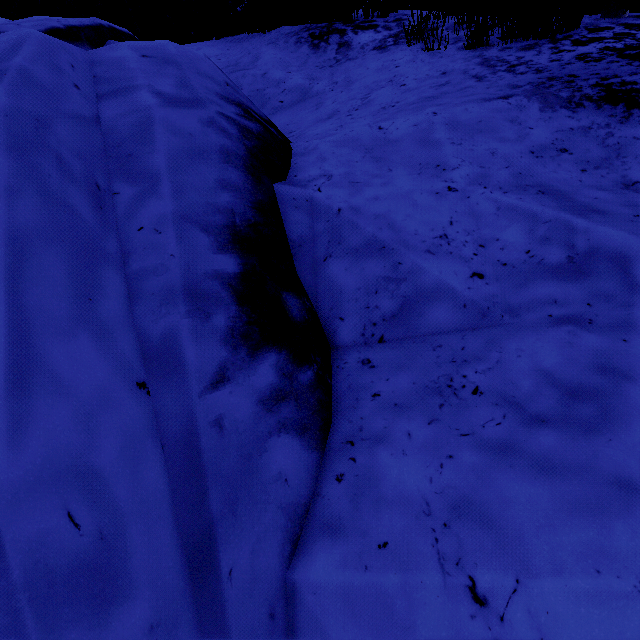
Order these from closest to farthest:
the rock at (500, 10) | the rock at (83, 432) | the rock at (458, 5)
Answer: the rock at (83, 432) → the rock at (500, 10) → the rock at (458, 5)

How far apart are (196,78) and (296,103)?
2.5 meters

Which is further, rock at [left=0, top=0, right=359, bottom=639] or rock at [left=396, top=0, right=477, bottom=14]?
rock at [left=396, top=0, right=477, bottom=14]

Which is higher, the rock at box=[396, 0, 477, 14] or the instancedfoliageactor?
the rock at box=[396, 0, 477, 14]

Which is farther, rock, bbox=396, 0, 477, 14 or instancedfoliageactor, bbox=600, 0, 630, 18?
rock, bbox=396, 0, 477, 14

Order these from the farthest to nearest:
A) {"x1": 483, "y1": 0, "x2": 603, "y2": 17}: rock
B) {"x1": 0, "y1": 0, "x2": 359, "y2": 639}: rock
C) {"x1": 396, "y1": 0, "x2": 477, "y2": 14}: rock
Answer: {"x1": 396, "y1": 0, "x2": 477, "y2": 14}: rock, {"x1": 483, "y1": 0, "x2": 603, "y2": 17}: rock, {"x1": 0, "y1": 0, "x2": 359, "y2": 639}: rock

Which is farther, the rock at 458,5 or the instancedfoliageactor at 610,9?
the rock at 458,5
